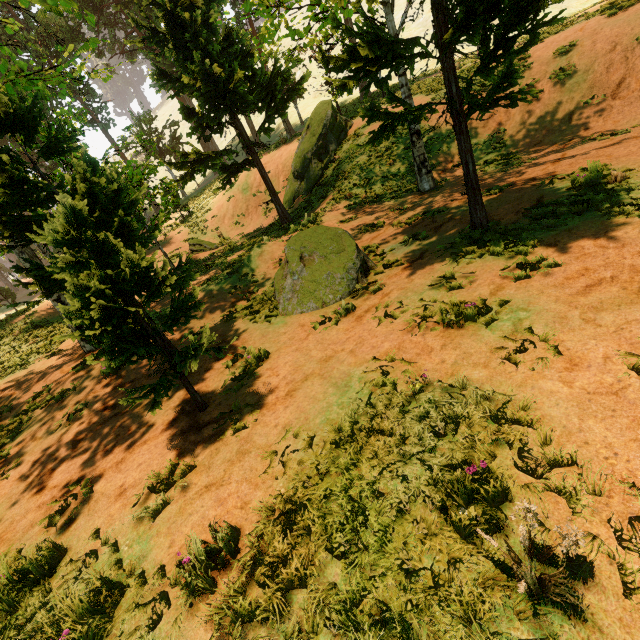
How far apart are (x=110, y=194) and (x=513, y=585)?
7.9m

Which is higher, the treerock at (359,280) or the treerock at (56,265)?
the treerock at (56,265)

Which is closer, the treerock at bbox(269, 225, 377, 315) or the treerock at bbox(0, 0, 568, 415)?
the treerock at bbox(0, 0, 568, 415)

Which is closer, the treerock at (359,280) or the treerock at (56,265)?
the treerock at (56,265)

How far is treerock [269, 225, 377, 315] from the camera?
7.6 meters

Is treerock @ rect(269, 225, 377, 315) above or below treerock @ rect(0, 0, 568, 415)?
below
